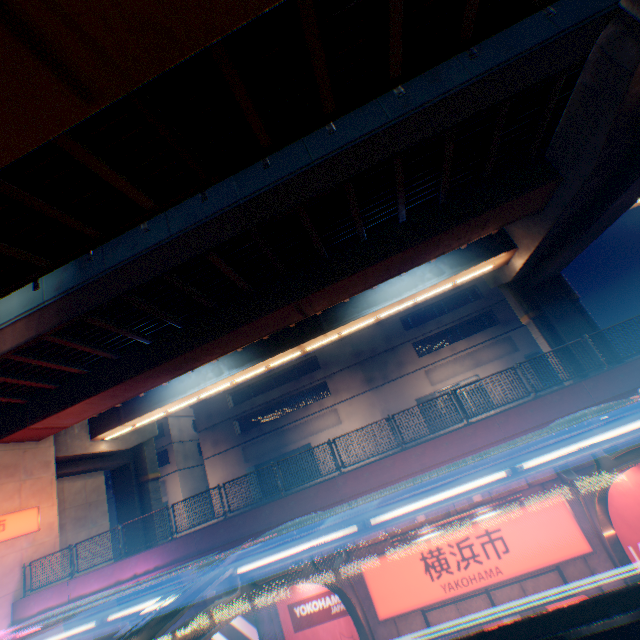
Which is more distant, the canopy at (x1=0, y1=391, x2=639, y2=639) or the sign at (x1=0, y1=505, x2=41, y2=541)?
the sign at (x1=0, y1=505, x2=41, y2=541)

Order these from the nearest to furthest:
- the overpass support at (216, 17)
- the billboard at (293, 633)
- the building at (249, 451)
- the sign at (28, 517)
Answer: the overpass support at (216, 17) → the billboard at (293, 633) → the sign at (28, 517) → the building at (249, 451)

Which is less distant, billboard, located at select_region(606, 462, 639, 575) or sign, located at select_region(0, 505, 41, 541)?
billboard, located at select_region(606, 462, 639, 575)

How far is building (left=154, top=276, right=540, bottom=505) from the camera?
31.2m

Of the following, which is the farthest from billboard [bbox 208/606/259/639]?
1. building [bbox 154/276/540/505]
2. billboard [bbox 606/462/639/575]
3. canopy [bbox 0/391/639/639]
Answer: building [bbox 154/276/540/505]

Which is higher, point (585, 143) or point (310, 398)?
point (585, 143)

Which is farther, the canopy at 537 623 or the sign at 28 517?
the sign at 28 517

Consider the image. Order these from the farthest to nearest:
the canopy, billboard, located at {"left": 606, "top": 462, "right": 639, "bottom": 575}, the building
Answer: the building → billboard, located at {"left": 606, "top": 462, "right": 639, "bottom": 575} → the canopy
